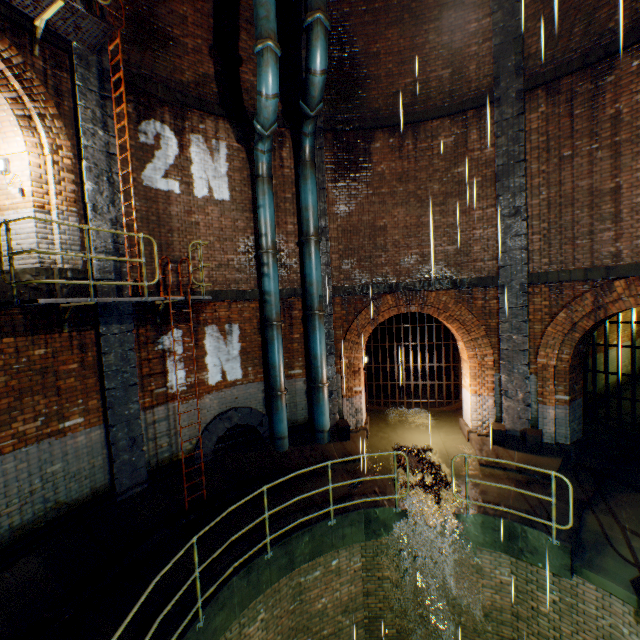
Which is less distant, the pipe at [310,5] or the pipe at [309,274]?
the pipe at [310,5]

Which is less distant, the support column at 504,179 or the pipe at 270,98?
the pipe at 270,98

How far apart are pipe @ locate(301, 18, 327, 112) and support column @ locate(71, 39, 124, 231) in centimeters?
411cm

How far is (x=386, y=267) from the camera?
10.0 meters

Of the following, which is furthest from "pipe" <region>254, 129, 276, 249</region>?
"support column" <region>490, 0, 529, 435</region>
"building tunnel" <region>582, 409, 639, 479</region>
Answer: "building tunnel" <region>582, 409, 639, 479</region>

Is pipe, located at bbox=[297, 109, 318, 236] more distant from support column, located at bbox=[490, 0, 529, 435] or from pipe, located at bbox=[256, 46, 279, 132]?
support column, located at bbox=[490, 0, 529, 435]

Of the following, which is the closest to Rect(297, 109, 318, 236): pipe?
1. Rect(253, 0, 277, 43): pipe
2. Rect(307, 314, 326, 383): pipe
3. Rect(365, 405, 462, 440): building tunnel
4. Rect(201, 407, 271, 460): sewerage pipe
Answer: Rect(253, 0, 277, 43): pipe

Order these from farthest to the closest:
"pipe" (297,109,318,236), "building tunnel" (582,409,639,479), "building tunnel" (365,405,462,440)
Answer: "building tunnel" (365,405,462,440) < "pipe" (297,109,318,236) < "building tunnel" (582,409,639,479)
